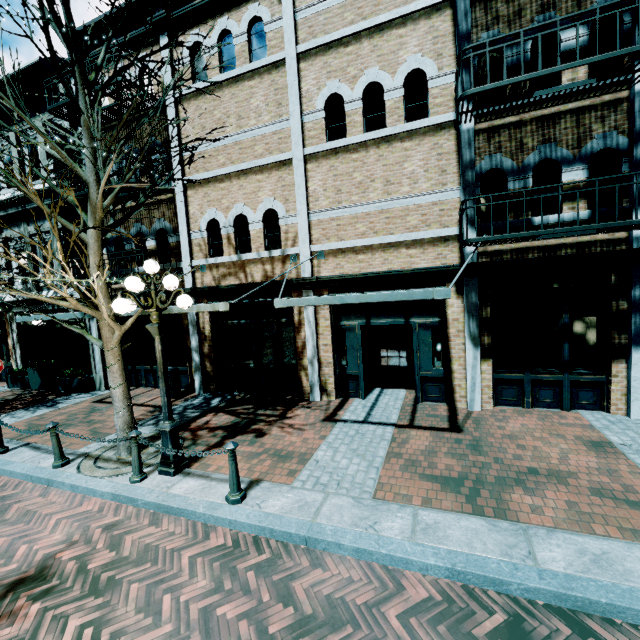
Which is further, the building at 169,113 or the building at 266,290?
the building at 169,113

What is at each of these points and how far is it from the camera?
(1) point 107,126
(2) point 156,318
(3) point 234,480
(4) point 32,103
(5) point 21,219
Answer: (1) building, 10.73m
(2) light, 5.39m
(3) chain link post, 4.65m
(4) building, 11.47m
(5) building, 12.34m

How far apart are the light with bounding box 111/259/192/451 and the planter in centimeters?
921cm

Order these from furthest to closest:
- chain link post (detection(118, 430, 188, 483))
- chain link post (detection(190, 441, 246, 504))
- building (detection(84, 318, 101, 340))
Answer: building (detection(84, 318, 101, 340))
chain link post (detection(118, 430, 188, 483))
chain link post (detection(190, 441, 246, 504))

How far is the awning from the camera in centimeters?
497cm

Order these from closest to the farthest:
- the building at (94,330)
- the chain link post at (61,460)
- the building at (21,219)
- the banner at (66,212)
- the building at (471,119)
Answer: the chain link post at (61,460), the building at (471,119), the banner at (66,212), the building at (94,330), the building at (21,219)

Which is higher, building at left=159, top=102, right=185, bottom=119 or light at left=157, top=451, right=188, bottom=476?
building at left=159, top=102, right=185, bottom=119

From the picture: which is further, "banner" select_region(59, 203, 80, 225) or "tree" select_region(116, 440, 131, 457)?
"banner" select_region(59, 203, 80, 225)
